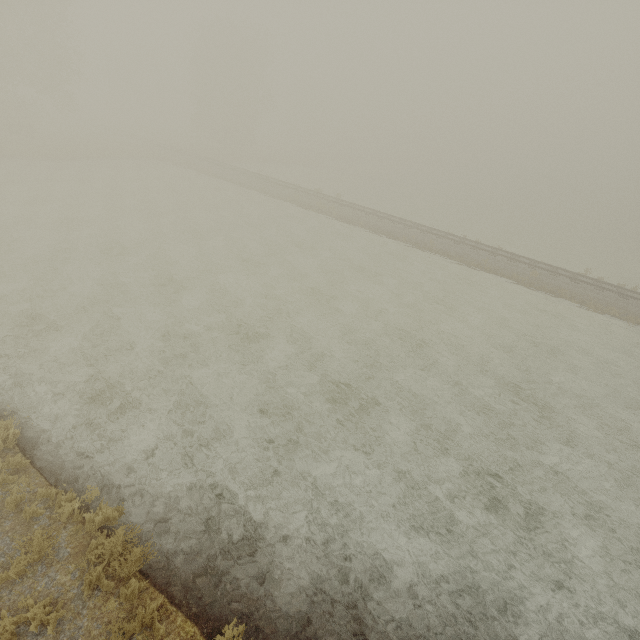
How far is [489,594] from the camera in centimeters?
674cm
